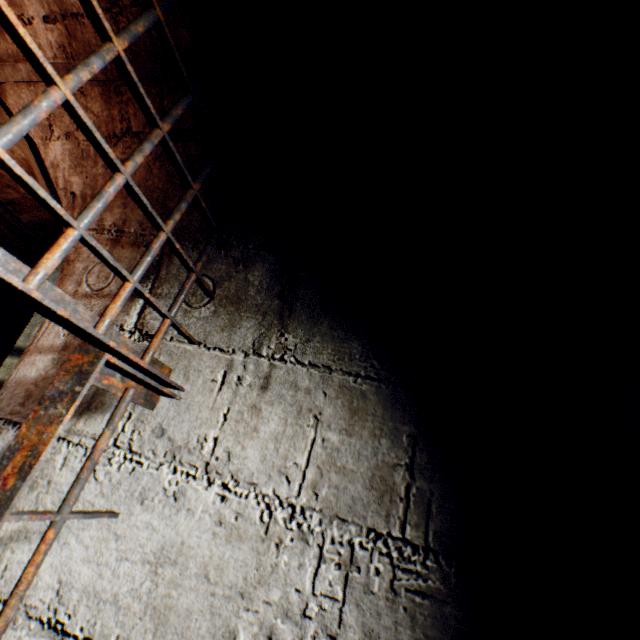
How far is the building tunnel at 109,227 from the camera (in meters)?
1.10

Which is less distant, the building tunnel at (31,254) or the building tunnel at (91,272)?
the building tunnel at (91,272)

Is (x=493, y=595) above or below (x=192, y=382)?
below

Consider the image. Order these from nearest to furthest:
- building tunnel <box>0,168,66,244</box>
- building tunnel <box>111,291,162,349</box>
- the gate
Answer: the gate → building tunnel <box>111,291,162,349</box> → building tunnel <box>0,168,66,244</box>

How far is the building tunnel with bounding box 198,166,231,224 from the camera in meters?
1.0

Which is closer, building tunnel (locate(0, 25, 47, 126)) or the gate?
the gate
